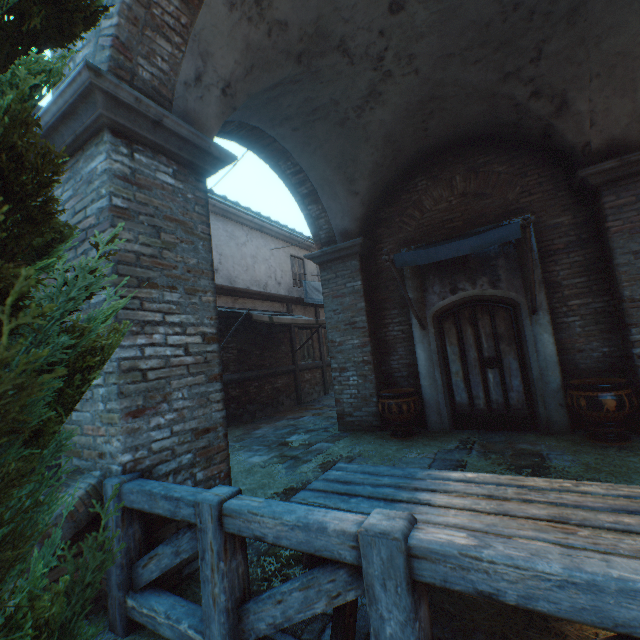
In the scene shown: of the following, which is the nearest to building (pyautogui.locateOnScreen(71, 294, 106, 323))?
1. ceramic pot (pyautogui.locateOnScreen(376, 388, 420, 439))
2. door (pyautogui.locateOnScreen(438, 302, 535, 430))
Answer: ceramic pot (pyautogui.locateOnScreen(376, 388, 420, 439))

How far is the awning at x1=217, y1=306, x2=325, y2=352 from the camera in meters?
8.1

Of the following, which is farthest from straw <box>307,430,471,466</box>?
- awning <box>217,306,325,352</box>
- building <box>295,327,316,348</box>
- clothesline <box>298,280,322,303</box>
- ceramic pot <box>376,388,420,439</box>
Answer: clothesline <box>298,280,322,303</box>

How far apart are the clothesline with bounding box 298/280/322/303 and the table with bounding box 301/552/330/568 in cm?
883

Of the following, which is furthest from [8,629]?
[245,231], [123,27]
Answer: [245,231]

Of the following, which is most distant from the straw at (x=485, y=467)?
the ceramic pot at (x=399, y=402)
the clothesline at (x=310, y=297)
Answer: the clothesline at (x=310, y=297)

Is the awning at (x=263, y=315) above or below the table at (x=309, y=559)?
above
